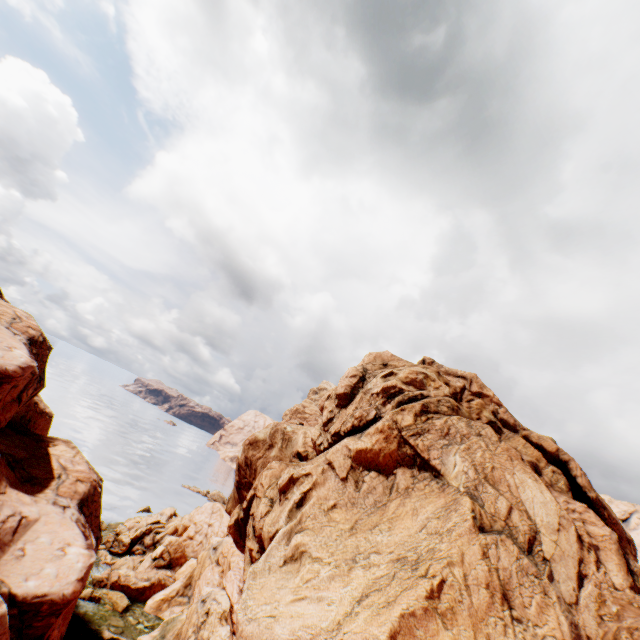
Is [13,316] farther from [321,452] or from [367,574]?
[367,574]
